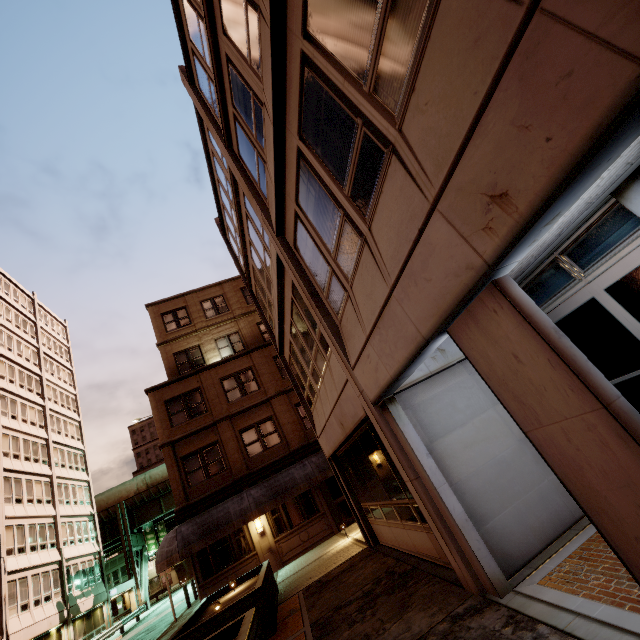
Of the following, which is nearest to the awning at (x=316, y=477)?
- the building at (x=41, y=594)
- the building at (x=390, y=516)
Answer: the building at (x=390, y=516)

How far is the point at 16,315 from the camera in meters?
36.0

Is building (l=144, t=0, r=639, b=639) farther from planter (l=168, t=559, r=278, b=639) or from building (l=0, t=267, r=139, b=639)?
building (l=0, t=267, r=139, b=639)

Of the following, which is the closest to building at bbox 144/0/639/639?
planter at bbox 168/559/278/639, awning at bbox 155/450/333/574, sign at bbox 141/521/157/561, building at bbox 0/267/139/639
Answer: planter at bbox 168/559/278/639

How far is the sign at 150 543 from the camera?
43.0m

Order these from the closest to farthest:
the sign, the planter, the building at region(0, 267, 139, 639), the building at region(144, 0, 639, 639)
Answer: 1. the building at region(144, 0, 639, 639)
2. the planter
3. the building at region(0, 267, 139, 639)
4. the sign

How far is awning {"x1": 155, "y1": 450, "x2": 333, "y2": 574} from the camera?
14.7m
